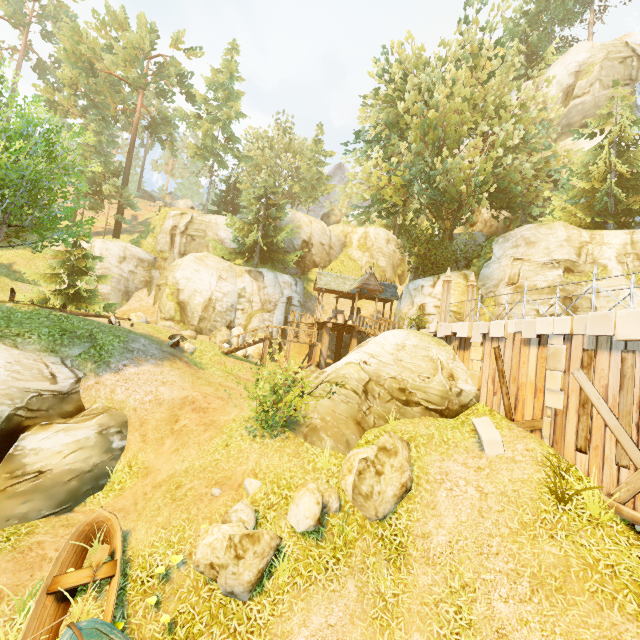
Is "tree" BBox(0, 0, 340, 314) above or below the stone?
above

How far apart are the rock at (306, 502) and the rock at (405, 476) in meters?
0.1

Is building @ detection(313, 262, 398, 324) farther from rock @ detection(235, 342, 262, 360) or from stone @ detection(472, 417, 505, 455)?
stone @ detection(472, 417, 505, 455)

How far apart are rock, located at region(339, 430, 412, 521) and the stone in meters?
2.1 m

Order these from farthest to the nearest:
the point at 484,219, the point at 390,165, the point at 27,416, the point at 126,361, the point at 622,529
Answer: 1. the point at 484,219
2. the point at 390,165
3. the point at 126,361
4. the point at 27,416
5. the point at 622,529

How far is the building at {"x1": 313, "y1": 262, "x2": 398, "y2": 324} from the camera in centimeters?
2436cm

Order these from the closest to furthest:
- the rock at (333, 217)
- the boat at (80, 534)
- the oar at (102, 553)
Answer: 1. the boat at (80, 534)
2. the oar at (102, 553)
3. the rock at (333, 217)

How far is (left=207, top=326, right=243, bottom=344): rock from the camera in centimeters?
2530cm
